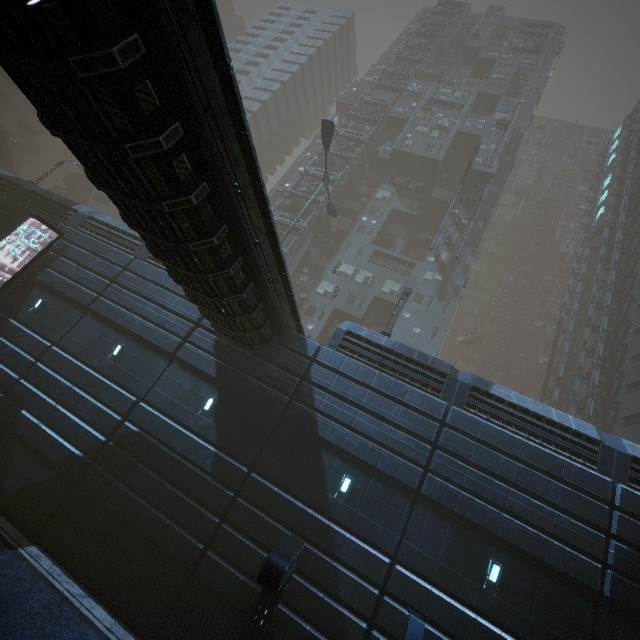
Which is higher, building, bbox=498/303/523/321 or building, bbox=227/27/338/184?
building, bbox=227/27/338/184

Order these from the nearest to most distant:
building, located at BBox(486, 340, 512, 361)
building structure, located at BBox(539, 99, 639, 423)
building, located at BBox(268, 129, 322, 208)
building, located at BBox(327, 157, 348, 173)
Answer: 1. building structure, located at BBox(539, 99, 639, 423)
2. building, located at BBox(327, 157, 348, 173)
3. building, located at BBox(268, 129, 322, 208)
4. building, located at BBox(486, 340, 512, 361)

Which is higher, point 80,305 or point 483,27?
point 483,27

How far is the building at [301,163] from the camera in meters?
40.2

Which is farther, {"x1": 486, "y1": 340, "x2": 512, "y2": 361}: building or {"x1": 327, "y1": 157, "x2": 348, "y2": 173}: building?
{"x1": 486, "y1": 340, "x2": 512, "y2": 361}: building

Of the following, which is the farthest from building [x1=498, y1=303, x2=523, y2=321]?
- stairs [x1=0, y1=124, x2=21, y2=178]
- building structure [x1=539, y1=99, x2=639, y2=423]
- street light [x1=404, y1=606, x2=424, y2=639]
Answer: street light [x1=404, y1=606, x2=424, y2=639]

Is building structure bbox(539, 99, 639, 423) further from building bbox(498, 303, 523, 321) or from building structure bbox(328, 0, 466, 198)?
building structure bbox(328, 0, 466, 198)

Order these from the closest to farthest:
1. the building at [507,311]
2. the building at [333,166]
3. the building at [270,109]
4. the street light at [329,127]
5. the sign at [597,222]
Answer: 1. the street light at [329,127]
2. the building at [333,166]
3. the sign at [597,222]
4. the building at [270,109]
5. the building at [507,311]
